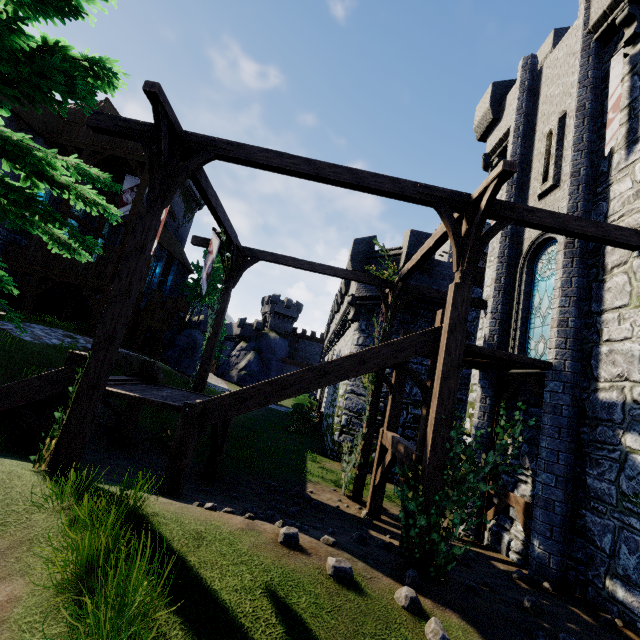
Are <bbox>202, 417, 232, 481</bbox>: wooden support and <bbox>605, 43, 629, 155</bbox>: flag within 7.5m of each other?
no

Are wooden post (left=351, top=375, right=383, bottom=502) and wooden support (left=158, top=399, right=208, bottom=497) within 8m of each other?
yes

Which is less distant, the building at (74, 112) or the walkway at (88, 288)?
the walkway at (88, 288)

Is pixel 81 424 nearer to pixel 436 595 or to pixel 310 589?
pixel 310 589

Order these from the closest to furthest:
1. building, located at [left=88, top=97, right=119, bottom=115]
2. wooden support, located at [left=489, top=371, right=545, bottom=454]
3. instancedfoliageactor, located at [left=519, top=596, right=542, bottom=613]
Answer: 1. instancedfoliageactor, located at [left=519, top=596, right=542, bottom=613]
2. wooden support, located at [left=489, top=371, right=545, bottom=454]
3. building, located at [left=88, top=97, right=119, bottom=115]

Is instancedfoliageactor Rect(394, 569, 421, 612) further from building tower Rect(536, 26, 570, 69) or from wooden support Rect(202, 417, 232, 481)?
building tower Rect(536, 26, 570, 69)

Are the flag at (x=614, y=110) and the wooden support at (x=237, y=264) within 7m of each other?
no

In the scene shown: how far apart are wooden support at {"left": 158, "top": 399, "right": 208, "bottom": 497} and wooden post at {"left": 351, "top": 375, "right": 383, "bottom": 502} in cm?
438
